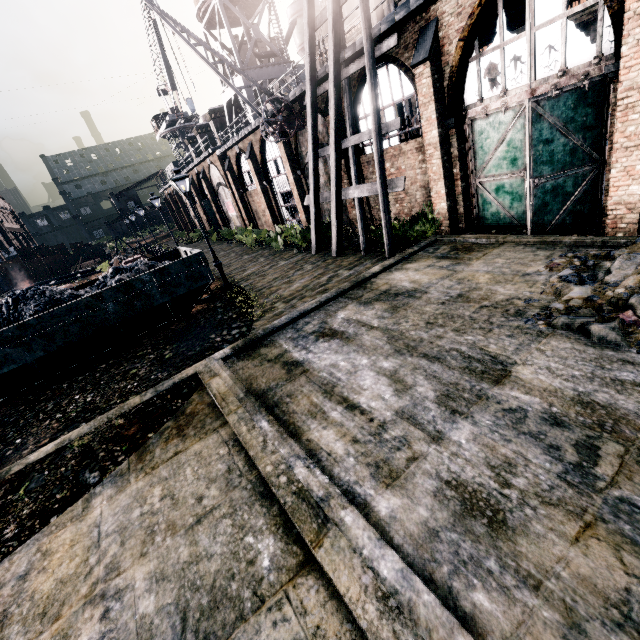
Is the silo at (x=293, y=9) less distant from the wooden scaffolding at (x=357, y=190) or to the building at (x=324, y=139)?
the building at (x=324, y=139)

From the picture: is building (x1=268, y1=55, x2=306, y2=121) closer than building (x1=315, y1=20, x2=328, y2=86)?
No

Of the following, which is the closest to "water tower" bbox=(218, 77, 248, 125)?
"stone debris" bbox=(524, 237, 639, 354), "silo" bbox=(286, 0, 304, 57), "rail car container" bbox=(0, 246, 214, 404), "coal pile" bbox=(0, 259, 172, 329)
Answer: "silo" bbox=(286, 0, 304, 57)

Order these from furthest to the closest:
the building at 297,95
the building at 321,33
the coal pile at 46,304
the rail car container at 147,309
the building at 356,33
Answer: the building at 297,95
the building at 321,33
the building at 356,33
the coal pile at 46,304
the rail car container at 147,309

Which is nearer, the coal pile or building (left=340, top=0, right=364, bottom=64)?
the coal pile

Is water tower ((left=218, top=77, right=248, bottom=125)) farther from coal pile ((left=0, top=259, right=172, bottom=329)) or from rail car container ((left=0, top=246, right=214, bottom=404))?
coal pile ((left=0, top=259, right=172, bottom=329))

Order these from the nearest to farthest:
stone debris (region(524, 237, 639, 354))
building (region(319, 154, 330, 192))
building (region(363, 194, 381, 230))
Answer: stone debris (region(524, 237, 639, 354))
building (region(363, 194, 381, 230))
building (region(319, 154, 330, 192))

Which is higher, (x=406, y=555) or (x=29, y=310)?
(x=29, y=310)
